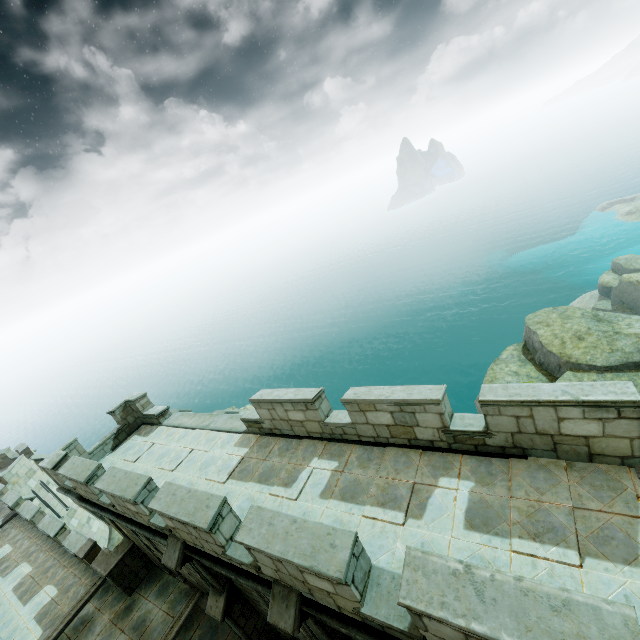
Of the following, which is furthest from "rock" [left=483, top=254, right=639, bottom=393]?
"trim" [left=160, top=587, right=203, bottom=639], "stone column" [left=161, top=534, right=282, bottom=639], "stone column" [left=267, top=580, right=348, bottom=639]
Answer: "trim" [left=160, top=587, right=203, bottom=639]

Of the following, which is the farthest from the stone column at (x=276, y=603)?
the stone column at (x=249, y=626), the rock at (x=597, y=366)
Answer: the rock at (x=597, y=366)

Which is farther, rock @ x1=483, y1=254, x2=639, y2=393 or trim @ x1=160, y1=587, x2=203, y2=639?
rock @ x1=483, y1=254, x2=639, y2=393

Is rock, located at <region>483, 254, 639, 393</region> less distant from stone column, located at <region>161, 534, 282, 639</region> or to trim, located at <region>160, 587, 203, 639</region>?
stone column, located at <region>161, 534, 282, 639</region>

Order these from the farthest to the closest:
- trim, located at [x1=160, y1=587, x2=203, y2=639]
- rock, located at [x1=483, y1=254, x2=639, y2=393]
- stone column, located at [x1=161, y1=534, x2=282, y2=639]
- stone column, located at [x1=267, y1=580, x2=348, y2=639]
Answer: rock, located at [x1=483, y1=254, x2=639, y2=393] < trim, located at [x1=160, y1=587, x2=203, y2=639] < stone column, located at [x1=161, y1=534, x2=282, y2=639] < stone column, located at [x1=267, y1=580, x2=348, y2=639]

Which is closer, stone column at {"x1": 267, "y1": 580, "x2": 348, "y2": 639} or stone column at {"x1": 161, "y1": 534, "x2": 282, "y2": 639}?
stone column at {"x1": 267, "y1": 580, "x2": 348, "y2": 639}

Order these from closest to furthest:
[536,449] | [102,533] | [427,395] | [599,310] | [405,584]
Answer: [405,584] → [536,449] → [427,395] → [102,533] → [599,310]

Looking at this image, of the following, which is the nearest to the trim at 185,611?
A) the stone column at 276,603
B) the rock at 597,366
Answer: the stone column at 276,603
